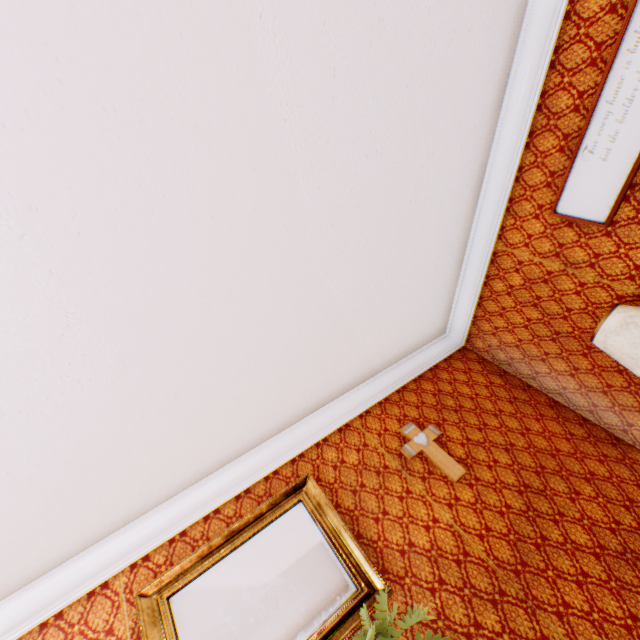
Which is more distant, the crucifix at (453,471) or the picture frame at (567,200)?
the crucifix at (453,471)

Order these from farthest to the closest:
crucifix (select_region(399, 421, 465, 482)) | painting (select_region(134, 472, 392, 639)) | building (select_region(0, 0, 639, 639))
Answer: crucifix (select_region(399, 421, 465, 482)) → painting (select_region(134, 472, 392, 639)) → building (select_region(0, 0, 639, 639))

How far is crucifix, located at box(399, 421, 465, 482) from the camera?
2.7 meters

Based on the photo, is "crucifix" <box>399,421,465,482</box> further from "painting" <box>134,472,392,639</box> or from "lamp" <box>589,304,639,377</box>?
"lamp" <box>589,304,639,377</box>

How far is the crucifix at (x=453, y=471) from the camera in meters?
2.7 m

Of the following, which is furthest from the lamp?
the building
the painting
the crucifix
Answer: the painting

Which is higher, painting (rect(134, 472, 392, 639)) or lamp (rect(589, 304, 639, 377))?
painting (rect(134, 472, 392, 639))

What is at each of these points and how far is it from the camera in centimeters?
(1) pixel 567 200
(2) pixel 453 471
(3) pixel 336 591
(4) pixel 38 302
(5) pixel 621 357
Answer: (1) picture frame, 260cm
(2) crucifix, 273cm
(3) painting, 213cm
(4) building, 146cm
(5) lamp, 221cm
